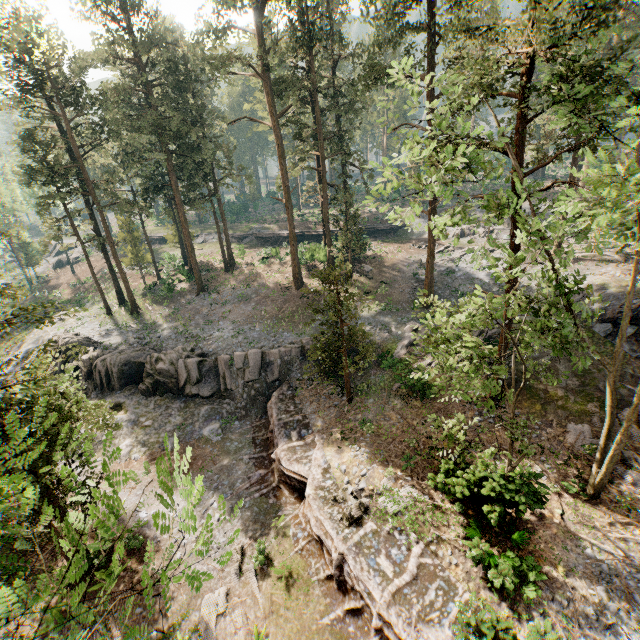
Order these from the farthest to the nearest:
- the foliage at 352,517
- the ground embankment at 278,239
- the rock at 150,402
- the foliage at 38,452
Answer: the ground embankment at 278,239
the rock at 150,402
the foliage at 352,517
the foliage at 38,452

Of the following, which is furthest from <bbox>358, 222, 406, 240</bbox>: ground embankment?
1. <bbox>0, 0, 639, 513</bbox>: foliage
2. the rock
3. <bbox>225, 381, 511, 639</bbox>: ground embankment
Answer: <bbox>225, 381, 511, 639</bbox>: ground embankment

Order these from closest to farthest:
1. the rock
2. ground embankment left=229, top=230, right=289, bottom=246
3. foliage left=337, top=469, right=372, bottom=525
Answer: foliage left=337, top=469, right=372, bottom=525, the rock, ground embankment left=229, top=230, right=289, bottom=246

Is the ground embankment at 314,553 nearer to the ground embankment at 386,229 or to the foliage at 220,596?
the foliage at 220,596

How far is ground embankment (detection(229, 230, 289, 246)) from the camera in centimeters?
4819cm

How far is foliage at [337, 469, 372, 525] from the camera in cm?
1420

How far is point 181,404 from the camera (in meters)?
24.58
